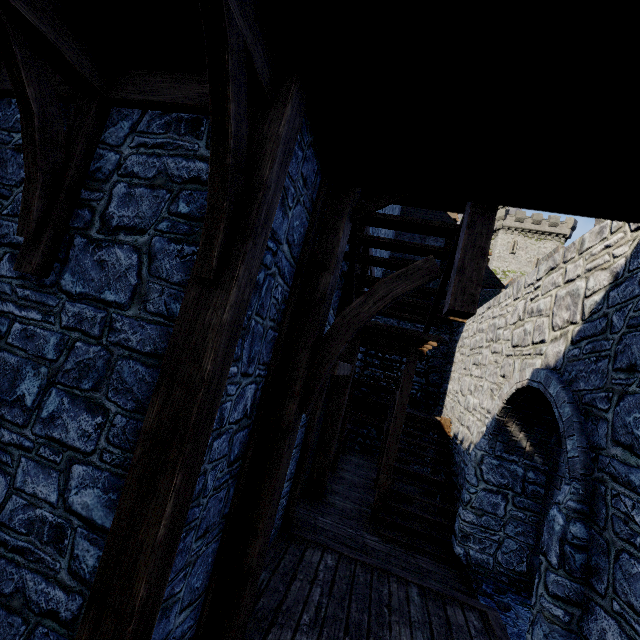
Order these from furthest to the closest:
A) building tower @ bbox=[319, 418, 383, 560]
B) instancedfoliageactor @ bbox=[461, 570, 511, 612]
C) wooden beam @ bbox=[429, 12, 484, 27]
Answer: building tower @ bbox=[319, 418, 383, 560]
instancedfoliageactor @ bbox=[461, 570, 511, 612]
wooden beam @ bbox=[429, 12, 484, 27]

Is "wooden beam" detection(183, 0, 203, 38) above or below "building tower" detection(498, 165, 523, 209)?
below

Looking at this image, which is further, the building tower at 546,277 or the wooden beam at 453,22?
the building tower at 546,277

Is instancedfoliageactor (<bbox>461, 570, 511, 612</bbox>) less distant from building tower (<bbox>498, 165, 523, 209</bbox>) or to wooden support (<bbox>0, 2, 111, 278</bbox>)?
building tower (<bbox>498, 165, 523, 209</bbox>)

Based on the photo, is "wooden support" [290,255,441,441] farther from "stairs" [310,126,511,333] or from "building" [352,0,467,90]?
"building" [352,0,467,90]

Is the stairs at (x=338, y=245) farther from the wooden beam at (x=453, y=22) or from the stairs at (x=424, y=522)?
the stairs at (x=424, y=522)

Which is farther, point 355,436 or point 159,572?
point 355,436

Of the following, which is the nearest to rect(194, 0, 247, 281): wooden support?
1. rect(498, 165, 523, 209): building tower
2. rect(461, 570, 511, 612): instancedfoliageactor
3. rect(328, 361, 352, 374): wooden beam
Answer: rect(498, 165, 523, 209): building tower
